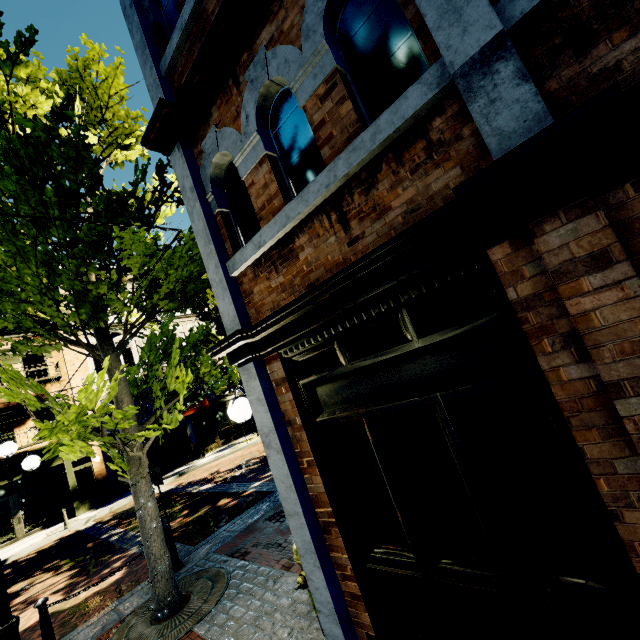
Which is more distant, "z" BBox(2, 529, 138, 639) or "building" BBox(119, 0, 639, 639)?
"z" BBox(2, 529, 138, 639)

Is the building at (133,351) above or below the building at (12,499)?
above

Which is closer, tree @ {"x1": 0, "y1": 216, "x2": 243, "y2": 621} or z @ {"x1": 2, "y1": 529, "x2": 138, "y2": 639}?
tree @ {"x1": 0, "y1": 216, "x2": 243, "y2": 621}

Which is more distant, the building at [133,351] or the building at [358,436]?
the building at [133,351]

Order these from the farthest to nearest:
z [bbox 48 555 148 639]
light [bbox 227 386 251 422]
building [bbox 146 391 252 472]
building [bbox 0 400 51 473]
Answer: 1. building [bbox 146 391 252 472]
2. building [bbox 0 400 51 473]
3. z [bbox 48 555 148 639]
4. light [bbox 227 386 251 422]

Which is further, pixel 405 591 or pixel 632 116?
pixel 405 591

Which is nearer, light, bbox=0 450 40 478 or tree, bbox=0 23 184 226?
tree, bbox=0 23 184 226

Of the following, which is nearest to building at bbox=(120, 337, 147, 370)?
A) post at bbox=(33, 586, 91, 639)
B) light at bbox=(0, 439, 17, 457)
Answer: light at bbox=(0, 439, 17, 457)
